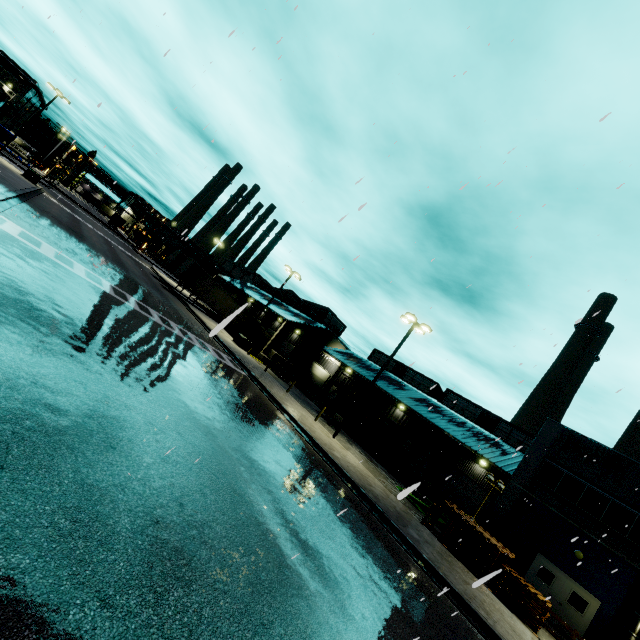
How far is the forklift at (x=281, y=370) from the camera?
33.9 meters

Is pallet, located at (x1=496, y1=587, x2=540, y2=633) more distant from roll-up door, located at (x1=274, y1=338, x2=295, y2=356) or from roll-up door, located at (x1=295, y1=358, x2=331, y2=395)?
roll-up door, located at (x1=274, y1=338, x2=295, y2=356)

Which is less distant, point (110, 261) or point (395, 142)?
point (395, 142)

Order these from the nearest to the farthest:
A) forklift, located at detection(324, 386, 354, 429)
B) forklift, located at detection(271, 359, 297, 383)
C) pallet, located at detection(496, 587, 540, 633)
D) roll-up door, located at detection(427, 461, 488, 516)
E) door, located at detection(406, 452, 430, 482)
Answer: pallet, located at detection(496, 587, 540, 633) < forklift, located at detection(324, 386, 354, 429) < roll-up door, located at detection(427, 461, 488, 516) < door, located at detection(406, 452, 430, 482) < forklift, located at detection(271, 359, 297, 383)

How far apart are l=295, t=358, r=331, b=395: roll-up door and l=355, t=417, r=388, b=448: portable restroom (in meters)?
11.79

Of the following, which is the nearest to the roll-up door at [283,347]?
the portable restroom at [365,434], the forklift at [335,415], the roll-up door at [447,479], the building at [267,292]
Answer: the building at [267,292]

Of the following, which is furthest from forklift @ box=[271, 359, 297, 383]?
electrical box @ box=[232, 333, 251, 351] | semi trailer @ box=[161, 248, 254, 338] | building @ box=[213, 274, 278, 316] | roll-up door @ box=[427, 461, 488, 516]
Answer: roll-up door @ box=[427, 461, 488, 516]

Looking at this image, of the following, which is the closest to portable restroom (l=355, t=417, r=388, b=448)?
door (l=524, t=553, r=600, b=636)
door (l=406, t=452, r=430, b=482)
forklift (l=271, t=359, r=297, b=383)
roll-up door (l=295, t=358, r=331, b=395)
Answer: door (l=406, t=452, r=430, b=482)
